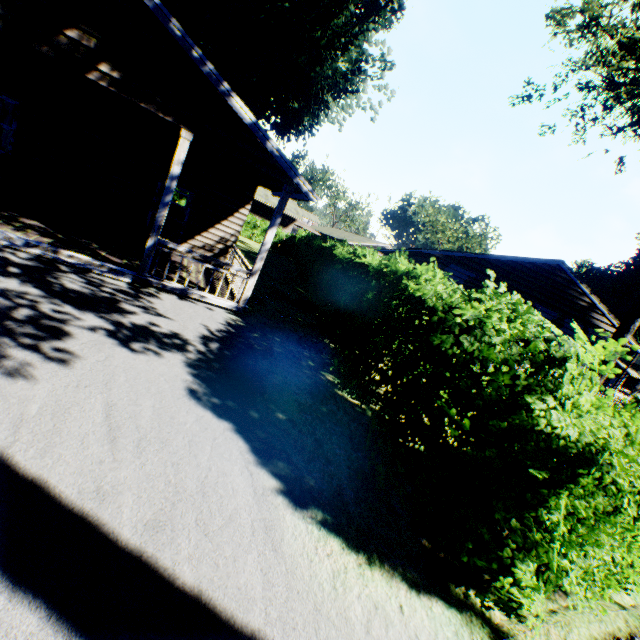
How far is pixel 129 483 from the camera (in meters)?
2.88

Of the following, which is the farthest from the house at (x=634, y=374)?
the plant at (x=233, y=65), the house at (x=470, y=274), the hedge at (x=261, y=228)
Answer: the plant at (x=233, y=65)

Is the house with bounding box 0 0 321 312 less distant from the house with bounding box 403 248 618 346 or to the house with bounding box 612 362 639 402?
the house with bounding box 403 248 618 346

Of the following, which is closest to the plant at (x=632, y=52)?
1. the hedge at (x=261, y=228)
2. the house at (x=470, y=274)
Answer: the hedge at (x=261, y=228)

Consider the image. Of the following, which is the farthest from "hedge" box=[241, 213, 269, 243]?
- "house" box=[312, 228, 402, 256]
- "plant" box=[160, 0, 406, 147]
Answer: "house" box=[312, 228, 402, 256]

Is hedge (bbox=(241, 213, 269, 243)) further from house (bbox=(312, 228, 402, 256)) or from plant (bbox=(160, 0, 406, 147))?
house (bbox=(312, 228, 402, 256))

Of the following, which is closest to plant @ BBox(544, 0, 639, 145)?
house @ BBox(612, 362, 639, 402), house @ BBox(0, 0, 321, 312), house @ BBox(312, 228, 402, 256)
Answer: house @ BBox(0, 0, 321, 312)

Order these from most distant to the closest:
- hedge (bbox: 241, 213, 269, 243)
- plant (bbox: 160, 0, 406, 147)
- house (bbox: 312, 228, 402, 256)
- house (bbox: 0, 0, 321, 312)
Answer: hedge (bbox: 241, 213, 269, 243), house (bbox: 312, 228, 402, 256), plant (bbox: 160, 0, 406, 147), house (bbox: 0, 0, 321, 312)
